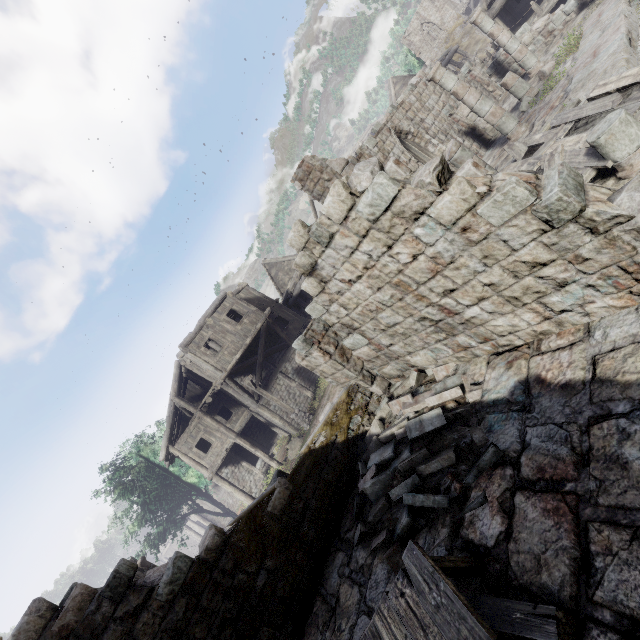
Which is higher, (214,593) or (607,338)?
(214,593)

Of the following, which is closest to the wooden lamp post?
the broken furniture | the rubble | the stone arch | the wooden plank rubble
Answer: the stone arch

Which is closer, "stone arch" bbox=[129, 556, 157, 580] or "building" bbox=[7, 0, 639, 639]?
"building" bbox=[7, 0, 639, 639]

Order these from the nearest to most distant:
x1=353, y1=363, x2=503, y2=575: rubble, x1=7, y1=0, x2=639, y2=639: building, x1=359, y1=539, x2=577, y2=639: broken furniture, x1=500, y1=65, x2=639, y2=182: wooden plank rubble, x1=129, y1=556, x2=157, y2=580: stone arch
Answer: x1=359, y1=539, x2=577, y2=639: broken furniture, x1=7, y1=0, x2=639, y2=639: building, x1=353, y1=363, x2=503, y2=575: rubble, x1=500, y1=65, x2=639, y2=182: wooden plank rubble, x1=129, y1=556, x2=157, y2=580: stone arch

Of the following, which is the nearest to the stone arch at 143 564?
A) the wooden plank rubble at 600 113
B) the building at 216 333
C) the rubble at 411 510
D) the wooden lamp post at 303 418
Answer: the building at 216 333

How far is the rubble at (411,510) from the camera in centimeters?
490cm

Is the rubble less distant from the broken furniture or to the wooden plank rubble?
the broken furniture

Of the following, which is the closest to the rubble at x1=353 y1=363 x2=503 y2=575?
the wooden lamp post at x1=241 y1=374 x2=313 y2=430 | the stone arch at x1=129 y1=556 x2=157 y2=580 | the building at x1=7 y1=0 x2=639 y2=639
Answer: the building at x1=7 y1=0 x2=639 y2=639
